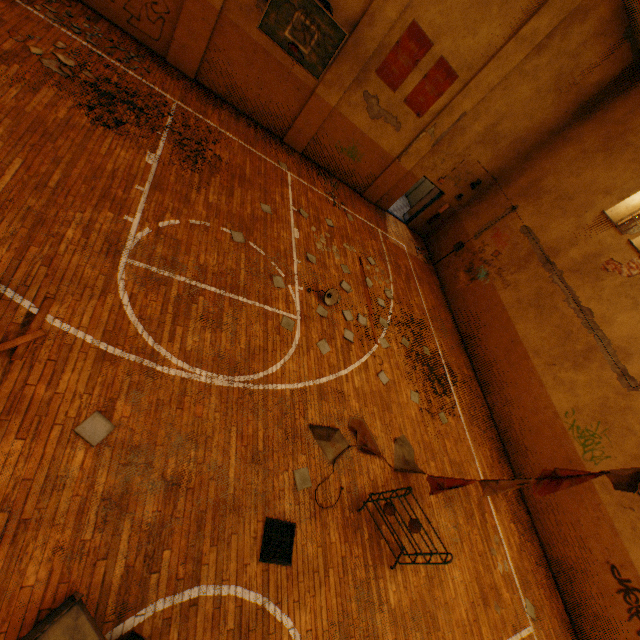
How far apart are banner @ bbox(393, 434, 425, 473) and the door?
10.6m

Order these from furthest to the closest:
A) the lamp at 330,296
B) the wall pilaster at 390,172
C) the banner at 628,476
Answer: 1. the wall pilaster at 390,172
2. the lamp at 330,296
3. the banner at 628,476

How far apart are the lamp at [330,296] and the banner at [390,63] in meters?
7.3 m

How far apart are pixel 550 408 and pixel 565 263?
4.9m

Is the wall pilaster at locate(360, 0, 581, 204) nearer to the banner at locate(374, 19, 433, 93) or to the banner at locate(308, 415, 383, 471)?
the banner at locate(374, 19, 433, 93)

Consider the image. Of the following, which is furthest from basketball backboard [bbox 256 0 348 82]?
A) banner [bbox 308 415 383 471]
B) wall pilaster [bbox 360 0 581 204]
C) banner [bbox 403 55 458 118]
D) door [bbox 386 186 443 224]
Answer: banner [bbox 308 415 383 471]

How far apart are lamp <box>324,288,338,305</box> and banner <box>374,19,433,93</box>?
7.3m

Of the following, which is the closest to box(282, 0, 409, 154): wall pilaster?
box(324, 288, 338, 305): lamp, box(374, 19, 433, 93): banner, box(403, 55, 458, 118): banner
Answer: box(374, 19, 433, 93): banner
